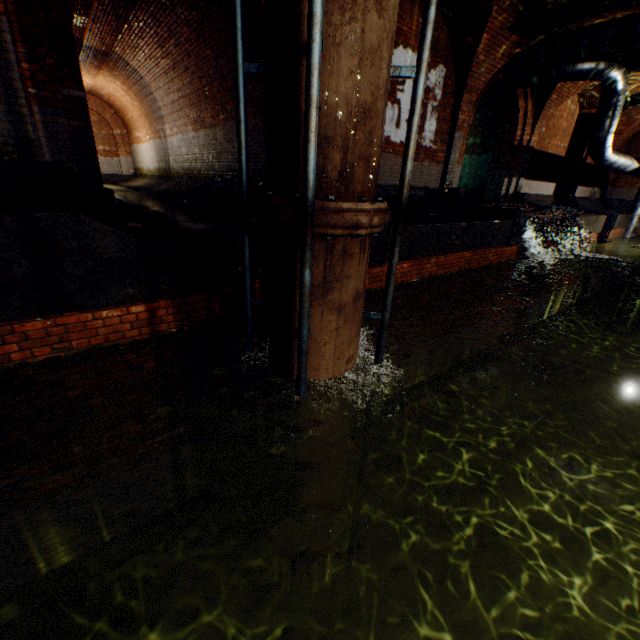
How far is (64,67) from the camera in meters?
4.3 m

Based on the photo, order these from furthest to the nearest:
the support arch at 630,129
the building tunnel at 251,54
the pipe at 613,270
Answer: the pipe at 613,270, the support arch at 630,129, the building tunnel at 251,54

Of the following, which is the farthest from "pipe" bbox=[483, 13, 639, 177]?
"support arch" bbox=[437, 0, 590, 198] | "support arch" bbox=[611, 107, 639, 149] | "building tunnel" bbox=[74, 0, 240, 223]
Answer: "building tunnel" bbox=[74, 0, 240, 223]

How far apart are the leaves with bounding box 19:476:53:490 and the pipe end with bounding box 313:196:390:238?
2.4 meters

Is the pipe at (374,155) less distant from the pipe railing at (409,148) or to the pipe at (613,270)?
the pipe railing at (409,148)

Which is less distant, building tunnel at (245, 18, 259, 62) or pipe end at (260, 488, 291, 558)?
pipe end at (260, 488, 291, 558)

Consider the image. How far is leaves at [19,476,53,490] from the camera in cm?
203

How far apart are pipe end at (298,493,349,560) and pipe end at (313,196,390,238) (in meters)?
3.95
